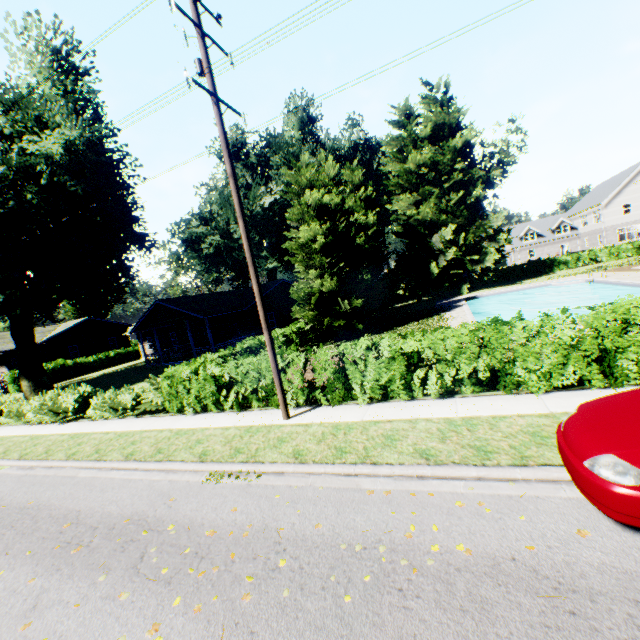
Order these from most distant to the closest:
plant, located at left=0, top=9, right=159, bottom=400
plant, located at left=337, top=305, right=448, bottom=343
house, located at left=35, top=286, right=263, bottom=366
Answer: house, located at left=35, top=286, right=263, bottom=366 < plant, located at left=337, top=305, right=448, bottom=343 < plant, located at left=0, top=9, right=159, bottom=400

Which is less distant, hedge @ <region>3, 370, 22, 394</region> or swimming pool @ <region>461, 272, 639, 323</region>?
swimming pool @ <region>461, 272, 639, 323</region>

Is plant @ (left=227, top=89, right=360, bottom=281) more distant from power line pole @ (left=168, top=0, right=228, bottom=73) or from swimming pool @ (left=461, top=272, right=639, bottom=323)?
power line pole @ (left=168, top=0, right=228, bottom=73)

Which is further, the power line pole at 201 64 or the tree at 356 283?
the tree at 356 283

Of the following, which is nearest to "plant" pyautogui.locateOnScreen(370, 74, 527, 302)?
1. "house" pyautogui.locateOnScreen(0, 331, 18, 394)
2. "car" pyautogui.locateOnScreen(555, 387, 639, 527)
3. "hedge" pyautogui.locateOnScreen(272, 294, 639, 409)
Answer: "house" pyautogui.locateOnScreen(0, 331, 18, 394)

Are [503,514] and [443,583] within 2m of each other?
yes

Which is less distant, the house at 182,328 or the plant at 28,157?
the plant at 28,157

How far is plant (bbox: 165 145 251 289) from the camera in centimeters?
3872cm
